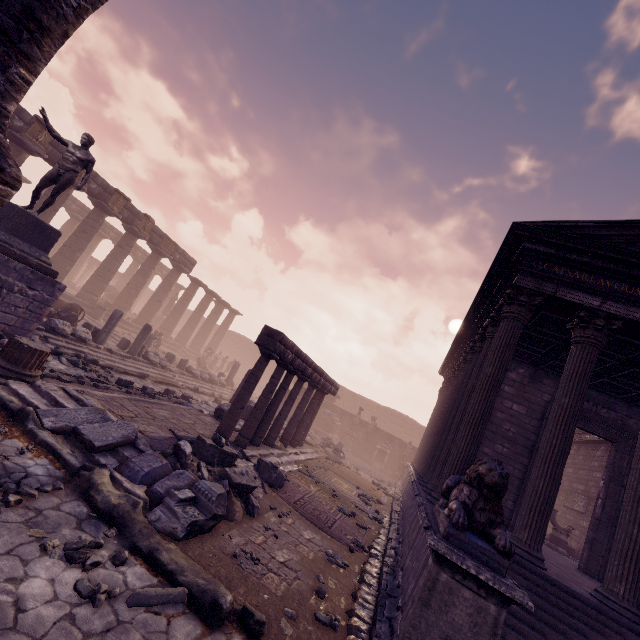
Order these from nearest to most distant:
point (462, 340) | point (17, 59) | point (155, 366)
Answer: point (17, 59), point (462, 340), point (155, 366)

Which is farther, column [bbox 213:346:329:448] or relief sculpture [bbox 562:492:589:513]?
relief sculpture [bbox 562:492:589:513]

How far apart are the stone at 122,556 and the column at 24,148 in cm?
1719

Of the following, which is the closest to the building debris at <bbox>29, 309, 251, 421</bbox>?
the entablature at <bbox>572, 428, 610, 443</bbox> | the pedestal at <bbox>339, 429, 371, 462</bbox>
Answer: the pedestal at <bbox>339, 429, 371, 462</bbox>

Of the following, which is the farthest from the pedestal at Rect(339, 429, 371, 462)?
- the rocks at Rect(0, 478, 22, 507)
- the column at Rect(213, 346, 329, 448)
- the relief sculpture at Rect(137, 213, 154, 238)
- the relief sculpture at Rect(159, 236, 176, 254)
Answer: the rocks at Rect(0, 478, 22, 507)

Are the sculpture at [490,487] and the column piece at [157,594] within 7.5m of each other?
yes

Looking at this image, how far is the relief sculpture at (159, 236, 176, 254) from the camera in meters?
22.3

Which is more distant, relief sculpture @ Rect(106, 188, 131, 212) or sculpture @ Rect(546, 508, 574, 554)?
relief sculpture @ Rect(106, 188, 131, 212)
